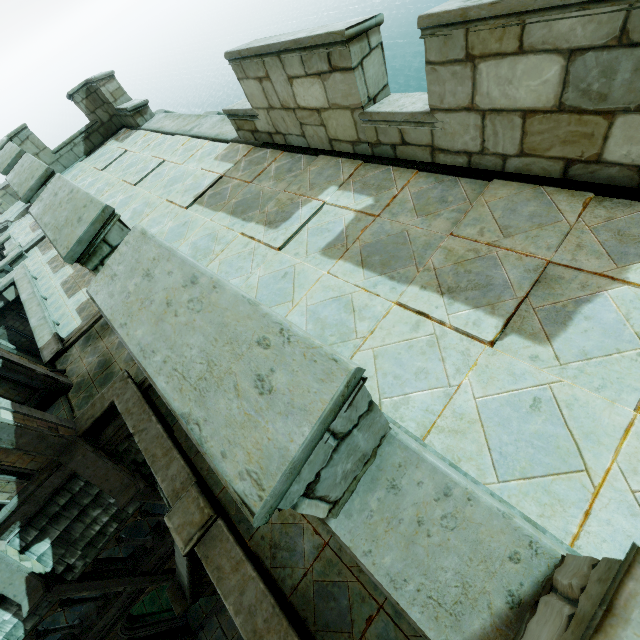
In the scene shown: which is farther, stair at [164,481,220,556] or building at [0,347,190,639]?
building at [0,347,190,639]

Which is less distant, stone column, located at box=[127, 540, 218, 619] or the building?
stone column, located at box=[127, 540, 218, 619]

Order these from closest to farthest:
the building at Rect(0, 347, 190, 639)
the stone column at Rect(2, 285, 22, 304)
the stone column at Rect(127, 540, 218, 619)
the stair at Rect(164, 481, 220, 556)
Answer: the stair at Rect(164, 481, 220, 556) < the stone column at Rect(127, 540, 218, 619) < the building at Rect(0, 347, 190, 639) < the stone column at Rect(2, 285, 22, 304)

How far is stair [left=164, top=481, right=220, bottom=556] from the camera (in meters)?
6.28

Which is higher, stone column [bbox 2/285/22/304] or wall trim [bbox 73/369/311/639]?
wall trim [bbox 73/369/311/639]

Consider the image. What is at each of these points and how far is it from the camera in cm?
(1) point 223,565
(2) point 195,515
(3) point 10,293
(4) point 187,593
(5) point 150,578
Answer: (1) wall trim, 598
(2) stair, 650
(3) stone column, 1862
(4) stone column, 711
(5) building, 1170

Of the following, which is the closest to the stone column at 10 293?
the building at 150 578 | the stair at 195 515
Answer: the building at 150 578

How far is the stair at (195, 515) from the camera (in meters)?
6.28
